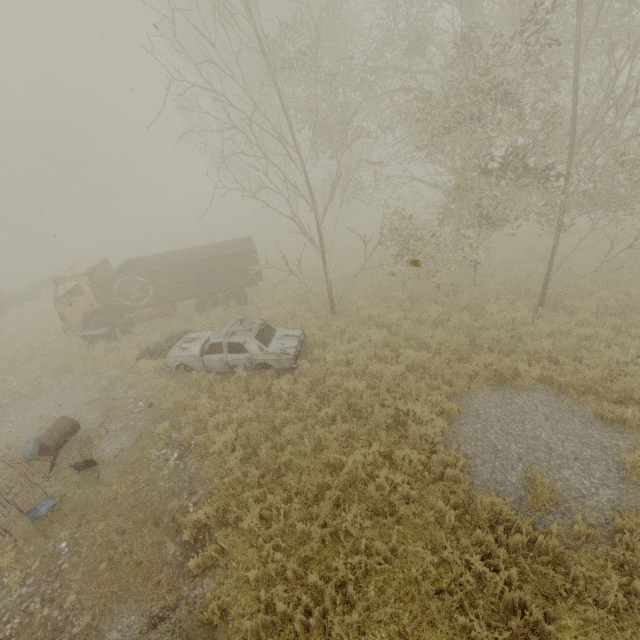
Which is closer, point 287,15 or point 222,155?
point 222,155

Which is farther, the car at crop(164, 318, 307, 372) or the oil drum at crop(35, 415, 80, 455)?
the car at crop(164, 318, 307, 372)

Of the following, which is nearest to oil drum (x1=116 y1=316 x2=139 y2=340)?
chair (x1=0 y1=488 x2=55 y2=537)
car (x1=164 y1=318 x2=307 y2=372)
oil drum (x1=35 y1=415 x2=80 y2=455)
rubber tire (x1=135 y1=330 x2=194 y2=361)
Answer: rubber tire (x1=135 y1=330 x2=194 y2=361)

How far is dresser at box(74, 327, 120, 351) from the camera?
12.14m

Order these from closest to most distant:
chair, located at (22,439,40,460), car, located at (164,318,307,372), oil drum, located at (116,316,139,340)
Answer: chair, located at (22,439,40,460)
car, located at (164,318,307,372)
oil drum, located at (116,316,139,340)

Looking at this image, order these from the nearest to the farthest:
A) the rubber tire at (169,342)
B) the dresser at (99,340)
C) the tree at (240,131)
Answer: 1. the tree at (240,131)
2. the rubber tire at (169,342)
3. the dresser at (99,340)

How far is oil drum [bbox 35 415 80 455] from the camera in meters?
7.9 m

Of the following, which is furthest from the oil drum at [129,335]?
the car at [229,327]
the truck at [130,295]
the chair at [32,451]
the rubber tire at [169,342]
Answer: the chair at [32,451]
